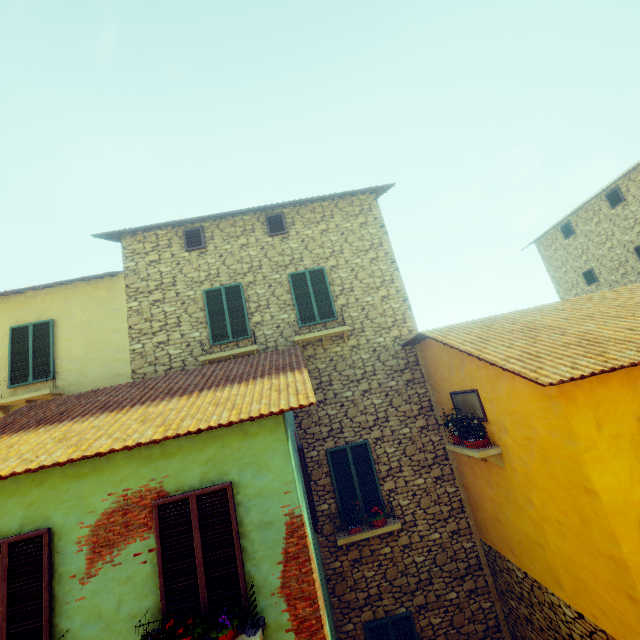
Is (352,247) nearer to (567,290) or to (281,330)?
(281,330)

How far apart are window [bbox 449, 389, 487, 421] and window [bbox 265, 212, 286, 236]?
6.4m

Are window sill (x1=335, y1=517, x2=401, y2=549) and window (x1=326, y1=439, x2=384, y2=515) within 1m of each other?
yes

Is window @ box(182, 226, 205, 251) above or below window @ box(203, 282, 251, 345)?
above

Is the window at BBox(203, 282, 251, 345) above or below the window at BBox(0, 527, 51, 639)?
above

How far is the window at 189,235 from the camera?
9.5 meters

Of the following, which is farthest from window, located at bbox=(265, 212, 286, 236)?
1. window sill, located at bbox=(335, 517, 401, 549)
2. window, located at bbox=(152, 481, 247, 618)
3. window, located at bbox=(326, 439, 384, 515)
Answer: window sill, located at bbox=(335, 517, 401, 549)

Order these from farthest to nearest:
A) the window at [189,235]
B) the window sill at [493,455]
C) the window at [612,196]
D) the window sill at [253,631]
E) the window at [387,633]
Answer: the window at [612,196] → the window at [189,235] → the window at [387,633] → the window sill at [493,455] → the window sill at [253,631]
